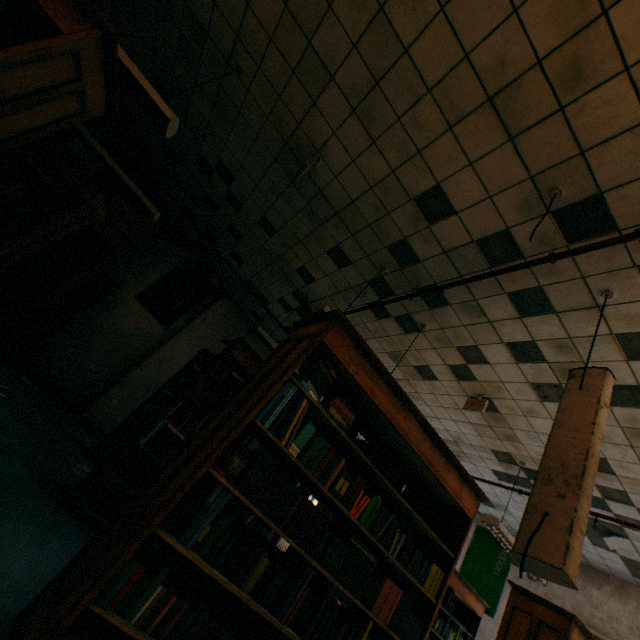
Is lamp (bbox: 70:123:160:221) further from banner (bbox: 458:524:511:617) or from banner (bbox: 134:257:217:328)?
banner (bbox: 458:524:511:617)

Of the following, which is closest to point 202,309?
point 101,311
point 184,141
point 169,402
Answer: point 101,311

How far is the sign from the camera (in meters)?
4.46

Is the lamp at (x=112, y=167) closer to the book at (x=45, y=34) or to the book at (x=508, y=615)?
the book at (x=45, y=34)

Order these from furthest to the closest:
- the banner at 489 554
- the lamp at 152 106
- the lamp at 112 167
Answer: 1. the banner at 489 554
2. the lamp at 112 167
3. the lamp at 152 106

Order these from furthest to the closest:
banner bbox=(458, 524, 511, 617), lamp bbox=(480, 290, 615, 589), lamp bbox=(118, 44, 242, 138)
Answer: banner bbox=(458, 524, 511, 617) → lamp bbox=(118, 44, 242, 138) → lamp bbox=(480, 290, 615, 589)

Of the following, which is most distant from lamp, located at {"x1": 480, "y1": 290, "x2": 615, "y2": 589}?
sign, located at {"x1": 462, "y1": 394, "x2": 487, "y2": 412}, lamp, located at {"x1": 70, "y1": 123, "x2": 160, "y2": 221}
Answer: lamp, located at {"x1": 70, "y1": 123, "x2": 160, "y2": 221}

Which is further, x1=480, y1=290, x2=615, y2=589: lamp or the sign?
the sign
